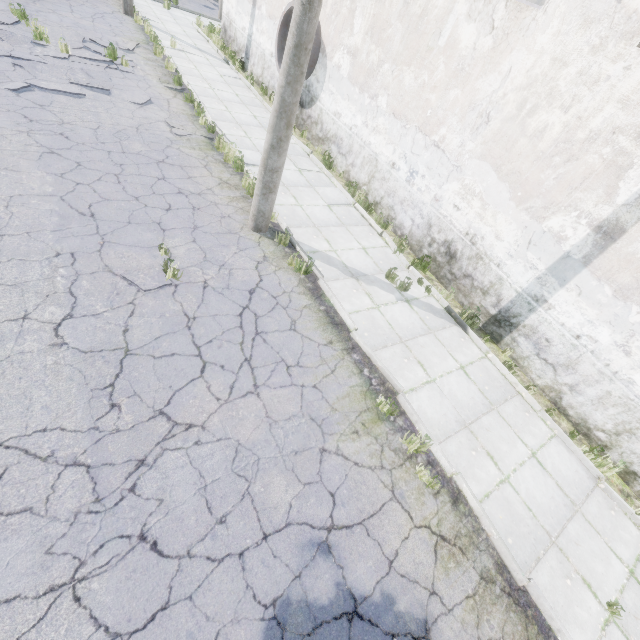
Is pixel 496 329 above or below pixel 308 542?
above

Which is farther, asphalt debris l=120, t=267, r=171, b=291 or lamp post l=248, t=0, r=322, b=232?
asphalt debris l=120, t=267, r=171, b=291

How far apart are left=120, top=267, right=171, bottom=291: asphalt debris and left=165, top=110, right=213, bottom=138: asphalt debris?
5.8 meters

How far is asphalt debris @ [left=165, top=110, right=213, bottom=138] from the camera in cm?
957

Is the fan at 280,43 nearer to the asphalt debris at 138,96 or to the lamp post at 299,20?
the asphalt debris at 138,96

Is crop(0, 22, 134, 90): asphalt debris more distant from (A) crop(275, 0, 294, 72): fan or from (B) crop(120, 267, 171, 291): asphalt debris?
(B) crop(120, 267, 171, 291): asphalt debris

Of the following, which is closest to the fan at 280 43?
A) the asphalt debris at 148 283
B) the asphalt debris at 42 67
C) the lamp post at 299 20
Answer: the asphalt debris at 42 67

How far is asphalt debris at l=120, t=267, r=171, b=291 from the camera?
5.53m
